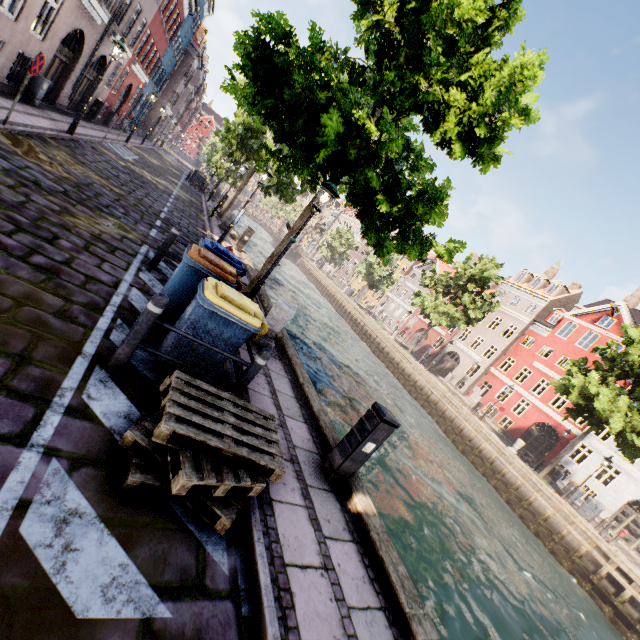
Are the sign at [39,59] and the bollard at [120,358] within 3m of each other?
no

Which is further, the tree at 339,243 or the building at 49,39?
the tree at 339,243

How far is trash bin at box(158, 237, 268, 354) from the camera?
3.9m

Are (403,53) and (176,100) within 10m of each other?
no

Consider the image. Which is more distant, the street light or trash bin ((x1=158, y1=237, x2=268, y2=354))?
the street light

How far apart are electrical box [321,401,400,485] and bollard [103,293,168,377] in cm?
289

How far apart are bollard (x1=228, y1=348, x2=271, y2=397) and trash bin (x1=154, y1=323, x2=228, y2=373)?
0.2 meters

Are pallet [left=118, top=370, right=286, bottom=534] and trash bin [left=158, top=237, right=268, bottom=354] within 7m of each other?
yes
